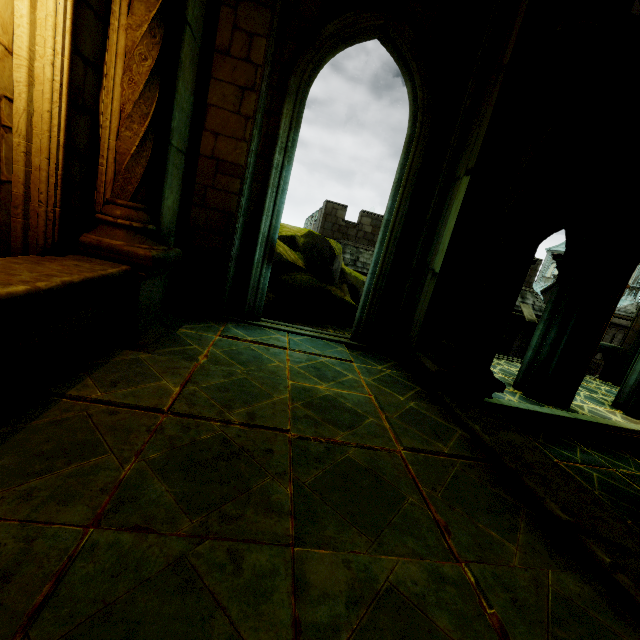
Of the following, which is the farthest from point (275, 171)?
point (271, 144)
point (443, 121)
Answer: point (443, 121)

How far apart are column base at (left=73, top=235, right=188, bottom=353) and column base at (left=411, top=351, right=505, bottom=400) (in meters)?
3.75

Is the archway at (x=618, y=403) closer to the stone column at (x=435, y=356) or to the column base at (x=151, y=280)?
the stone column at (x=435, y=356)

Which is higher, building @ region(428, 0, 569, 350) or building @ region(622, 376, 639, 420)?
building @ region(428, 0, 569, 350)

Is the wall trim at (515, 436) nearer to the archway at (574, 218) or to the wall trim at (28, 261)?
the archway at (574, 218)

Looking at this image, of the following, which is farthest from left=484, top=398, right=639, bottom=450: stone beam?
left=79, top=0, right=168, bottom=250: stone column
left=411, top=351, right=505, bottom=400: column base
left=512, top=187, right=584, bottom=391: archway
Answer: left=79, top=0, right=168, bottom=250: stone column

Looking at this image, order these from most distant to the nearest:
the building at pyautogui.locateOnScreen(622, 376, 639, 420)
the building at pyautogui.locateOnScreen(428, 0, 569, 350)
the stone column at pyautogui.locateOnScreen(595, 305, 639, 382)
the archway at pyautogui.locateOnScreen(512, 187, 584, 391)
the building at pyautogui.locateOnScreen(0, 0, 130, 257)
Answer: the stone column at pyautogui.locateOnScreen(595, 305, 639, 382) < the building at pyautogui.locateOnScreen(622, 376, 639, 420) < the archway at pyautogui.locateOnScreen(512, 187, 584, 391) < the building at pyautogui.locateOnScreen(428, 0, 569, 350) < the building at pyautogui.locateOnScreen(0, 0, 130, 257)

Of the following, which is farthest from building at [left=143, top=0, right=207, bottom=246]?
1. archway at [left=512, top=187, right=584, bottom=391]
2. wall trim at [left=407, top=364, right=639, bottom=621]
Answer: wall trim at [left=407, top=364, right=639, bottom=621]
